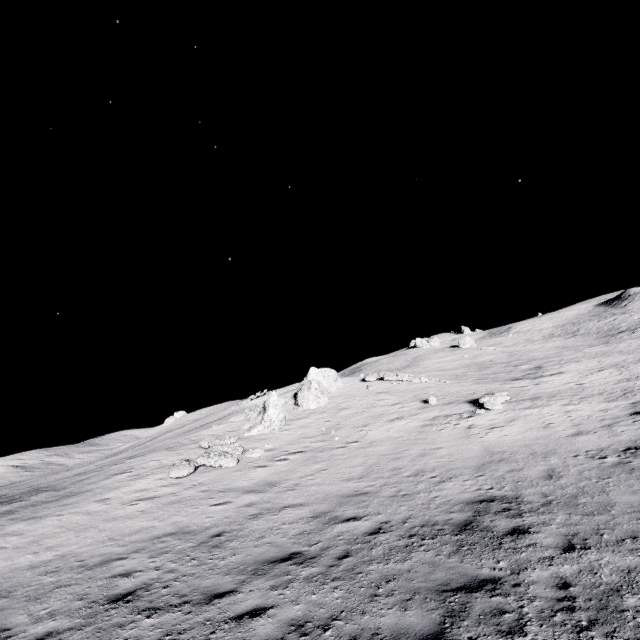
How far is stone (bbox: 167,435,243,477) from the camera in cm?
1493

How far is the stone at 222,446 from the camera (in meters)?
14.93

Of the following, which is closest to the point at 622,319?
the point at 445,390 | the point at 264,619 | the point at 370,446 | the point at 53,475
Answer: the point at 445,390
